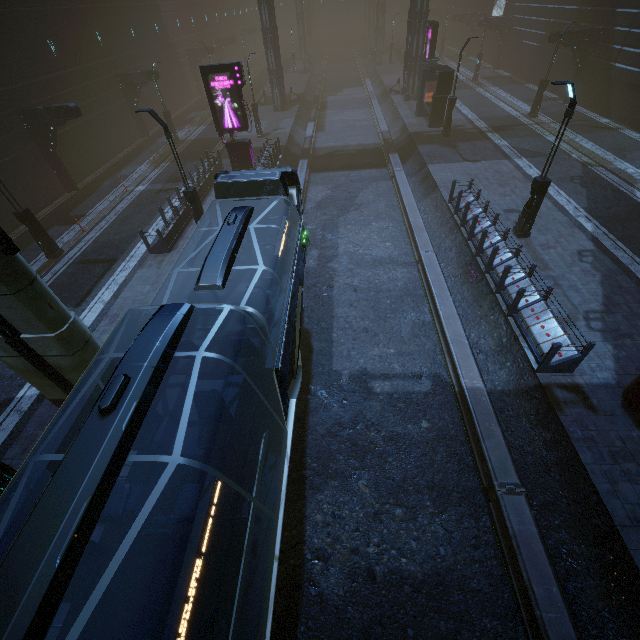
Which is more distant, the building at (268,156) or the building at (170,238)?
the building at (268,156)

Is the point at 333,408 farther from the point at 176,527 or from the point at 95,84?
the point at 95,84

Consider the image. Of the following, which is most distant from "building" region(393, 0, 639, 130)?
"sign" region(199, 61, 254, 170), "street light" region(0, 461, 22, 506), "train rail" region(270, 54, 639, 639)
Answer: "street light" region(0, 461, 22, 506)

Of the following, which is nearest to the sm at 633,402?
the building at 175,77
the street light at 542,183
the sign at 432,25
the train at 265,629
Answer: the building at 175,77

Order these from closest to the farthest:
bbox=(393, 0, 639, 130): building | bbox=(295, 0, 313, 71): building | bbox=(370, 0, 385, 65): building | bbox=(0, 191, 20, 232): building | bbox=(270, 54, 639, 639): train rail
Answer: bbox=(270, 54, 639, 639): train rail
bbox=(0, 191, 20, 232): building
bbox=(393, 0, 639, 130): building
bbox=(370, 0, 385, 65): building
bbox=(295, 0, 313, 71): building

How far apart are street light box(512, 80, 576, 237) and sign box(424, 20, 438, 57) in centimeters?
2162cm

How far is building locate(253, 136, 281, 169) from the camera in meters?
20.2
